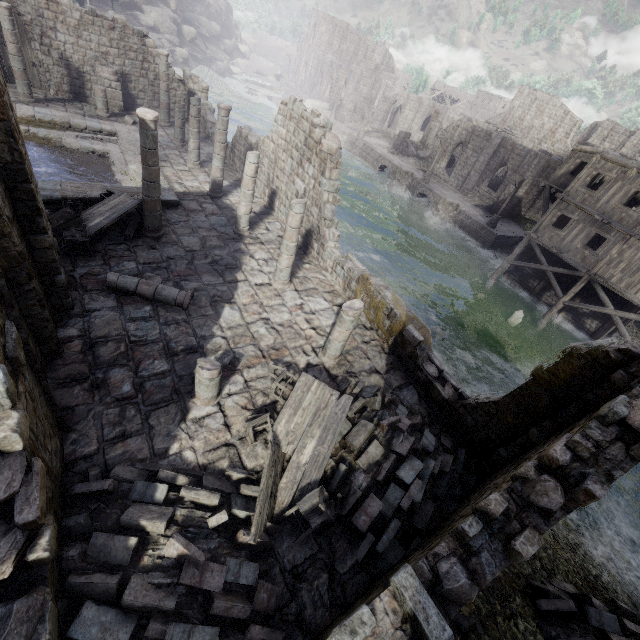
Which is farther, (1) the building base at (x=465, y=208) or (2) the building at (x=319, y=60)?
(2) the building at (x=319, y=60)

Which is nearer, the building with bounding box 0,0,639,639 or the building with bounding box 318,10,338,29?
the building with bounding box 0,0,639,639

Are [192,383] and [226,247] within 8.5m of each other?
yes

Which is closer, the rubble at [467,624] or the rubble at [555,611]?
the rubble at [467,624]

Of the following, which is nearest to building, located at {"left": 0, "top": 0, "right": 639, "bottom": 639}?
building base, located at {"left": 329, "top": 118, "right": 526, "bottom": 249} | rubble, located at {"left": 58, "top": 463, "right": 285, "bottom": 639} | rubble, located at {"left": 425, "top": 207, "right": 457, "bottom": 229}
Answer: rubble, located at {"left": 58, "top": 463, "right": 285, "bottom": 639}

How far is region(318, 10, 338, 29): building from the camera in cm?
5872

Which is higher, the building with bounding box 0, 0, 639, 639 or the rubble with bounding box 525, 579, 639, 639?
the building with bounding box 0, 0, 639, 639

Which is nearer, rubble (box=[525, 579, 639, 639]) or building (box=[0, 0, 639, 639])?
building (box=[0, 0, 639, 639])
